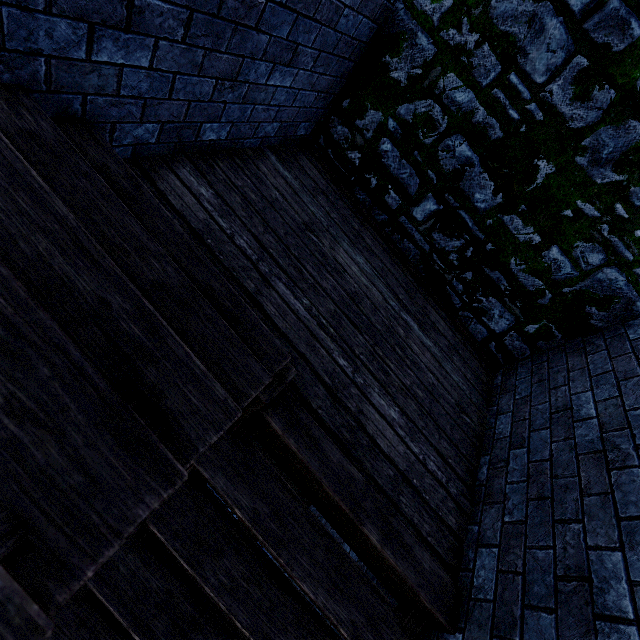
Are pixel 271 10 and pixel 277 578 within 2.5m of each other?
no

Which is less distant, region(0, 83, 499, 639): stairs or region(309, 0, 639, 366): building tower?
region(0, 83, 499, 639): stairs

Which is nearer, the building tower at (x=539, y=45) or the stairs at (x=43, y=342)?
the stairs at (x=43, y=342)
